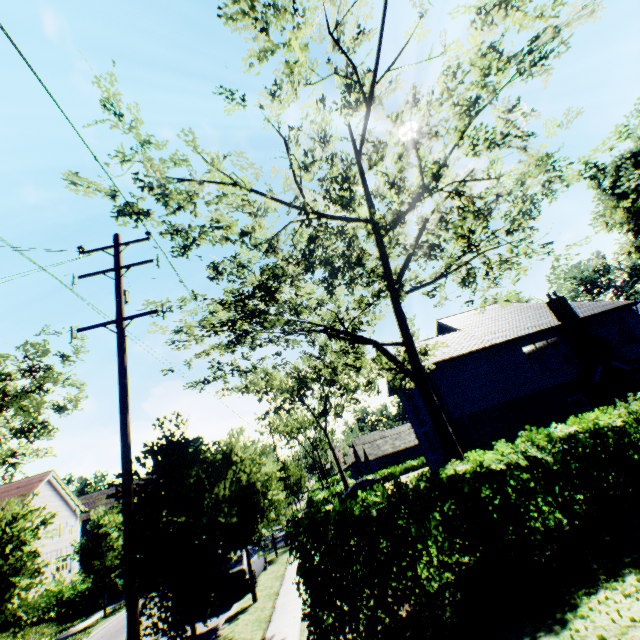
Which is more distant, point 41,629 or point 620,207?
point 620,207

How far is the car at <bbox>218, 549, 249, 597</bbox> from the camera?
14.9m

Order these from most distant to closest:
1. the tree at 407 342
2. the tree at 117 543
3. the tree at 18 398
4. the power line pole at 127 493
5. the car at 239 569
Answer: the tree at 18 398 → the car at 239 569 → the tree at 117 543 → the tree at 407 342 → the power line pole at 127 493

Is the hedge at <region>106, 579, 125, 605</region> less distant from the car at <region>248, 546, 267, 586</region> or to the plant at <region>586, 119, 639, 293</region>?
the car at <region>248, 546, 267, 586</region>

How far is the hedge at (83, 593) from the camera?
23.1m

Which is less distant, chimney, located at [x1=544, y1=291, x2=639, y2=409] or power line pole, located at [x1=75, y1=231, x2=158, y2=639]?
power line pole, located at [x1=75, y1=231, x2=158, y2=639]

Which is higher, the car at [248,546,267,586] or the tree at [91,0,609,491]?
the tree at [91,0,609,491]

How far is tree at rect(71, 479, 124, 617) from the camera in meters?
8.1 m
